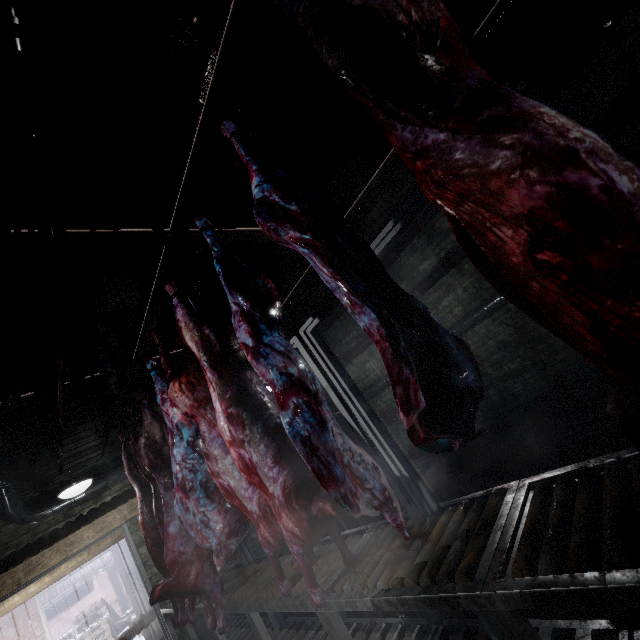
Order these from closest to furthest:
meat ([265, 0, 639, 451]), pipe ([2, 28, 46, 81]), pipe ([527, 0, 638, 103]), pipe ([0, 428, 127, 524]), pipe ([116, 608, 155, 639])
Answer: meat ([265, 0, 639, 451]), pipe ([2, 28, 46, 81]), pipe ([527, 0, 638, 103]), pipe ([0, 428, 127, 524]), pipe ([116, 608, 155, 639])

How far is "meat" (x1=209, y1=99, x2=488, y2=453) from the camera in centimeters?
100cm

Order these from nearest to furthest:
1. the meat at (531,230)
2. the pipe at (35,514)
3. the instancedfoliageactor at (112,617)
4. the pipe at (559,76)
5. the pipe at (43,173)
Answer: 1. the meat at (531,230)
2. the pipe at (43,173)
3. the pipe at (559,76)
4. the pipe at (35,514)
5. the instancedfoliageactor at (112,617)

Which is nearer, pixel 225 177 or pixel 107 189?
pixel 107 189

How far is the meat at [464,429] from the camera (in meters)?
1.00

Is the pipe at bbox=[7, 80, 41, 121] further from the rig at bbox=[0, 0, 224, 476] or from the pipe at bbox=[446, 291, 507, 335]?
the pipe at bbox=[446, 291, 507, 335]

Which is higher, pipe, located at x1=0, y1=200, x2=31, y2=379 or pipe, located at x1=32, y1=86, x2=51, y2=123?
pipe, located at x1=32, y1=86, x2=51, y2=123

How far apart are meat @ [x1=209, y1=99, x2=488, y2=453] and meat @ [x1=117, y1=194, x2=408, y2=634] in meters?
0.2
